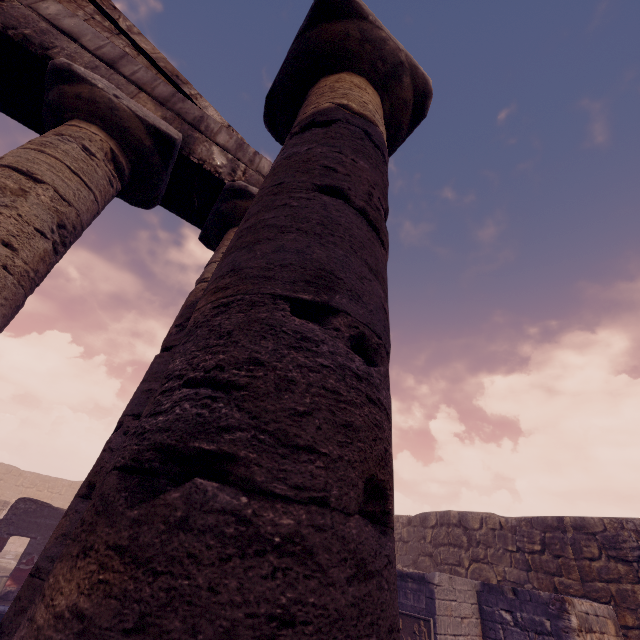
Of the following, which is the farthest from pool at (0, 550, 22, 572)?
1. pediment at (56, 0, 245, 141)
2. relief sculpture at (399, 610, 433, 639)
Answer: pediment at (56, 0, 245, 141)

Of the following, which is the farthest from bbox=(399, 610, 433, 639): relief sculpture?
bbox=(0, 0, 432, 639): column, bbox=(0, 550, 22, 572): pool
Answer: bbox=(0, 550, 22, 572): pool

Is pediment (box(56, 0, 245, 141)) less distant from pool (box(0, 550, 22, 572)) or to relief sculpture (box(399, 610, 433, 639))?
relief sculpture (box(399, 610, 433, 639))

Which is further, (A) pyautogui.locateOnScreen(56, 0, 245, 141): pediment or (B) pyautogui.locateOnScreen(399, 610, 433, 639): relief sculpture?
(B) pyautogui.locateOnScreen(399, 610, 433, 639): relief sculpture

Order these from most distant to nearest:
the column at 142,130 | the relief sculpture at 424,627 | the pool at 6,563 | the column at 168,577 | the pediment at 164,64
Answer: the pool at 6,563
the relief sculpture at 424,627
the pediment at 164,64
the column at 142,130
the column at 168,577

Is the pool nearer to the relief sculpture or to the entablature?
the relief sculpture

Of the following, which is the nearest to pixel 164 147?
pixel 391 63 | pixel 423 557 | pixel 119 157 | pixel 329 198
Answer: pixel 119 157

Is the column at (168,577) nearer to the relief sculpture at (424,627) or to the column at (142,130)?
the column at (142,130)
